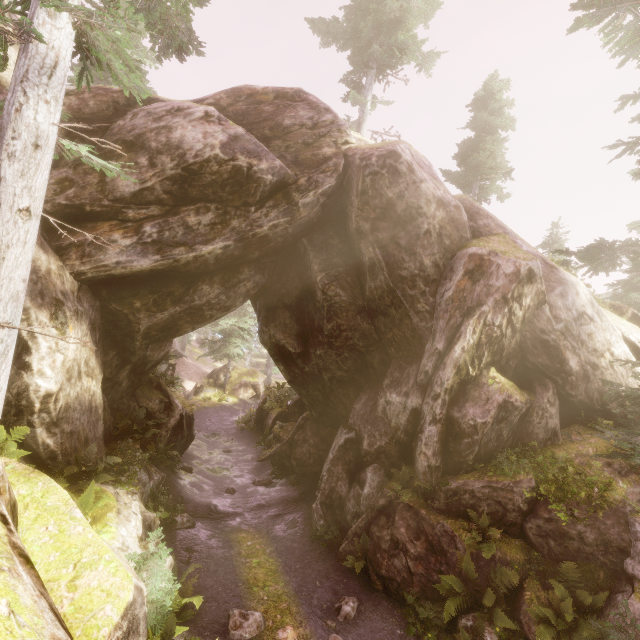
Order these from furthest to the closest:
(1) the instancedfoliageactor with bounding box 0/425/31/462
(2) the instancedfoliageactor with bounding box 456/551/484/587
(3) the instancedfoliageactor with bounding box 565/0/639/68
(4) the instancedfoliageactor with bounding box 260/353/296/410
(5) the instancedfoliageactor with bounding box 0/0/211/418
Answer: (4) the instancedfoliageactor with bounding box 260/353/296/410 < (3) the instancedfoliageactor with bounding box 565/0/639/68 < (2) the instancedfoliageactor with bounding box 456/551/484/587 < (1) the instancedfoliageactor with bounding box 0/425/31/462 < (5) the instancedfoliageactor with bounding box 0/0/211/418

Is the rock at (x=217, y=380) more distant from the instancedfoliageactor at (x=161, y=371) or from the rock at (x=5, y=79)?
the rock at (x=5, y=79)

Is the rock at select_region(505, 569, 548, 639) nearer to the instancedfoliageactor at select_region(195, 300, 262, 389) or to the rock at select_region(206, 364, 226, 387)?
the instancedfoliageactor at select_region(195, 300, 262, 389)

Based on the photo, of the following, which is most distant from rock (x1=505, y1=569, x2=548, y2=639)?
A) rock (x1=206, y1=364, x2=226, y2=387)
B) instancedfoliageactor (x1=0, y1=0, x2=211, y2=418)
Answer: rock (x1=206, y1=364, x2=226, y2=387)

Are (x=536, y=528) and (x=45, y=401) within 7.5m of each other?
no
